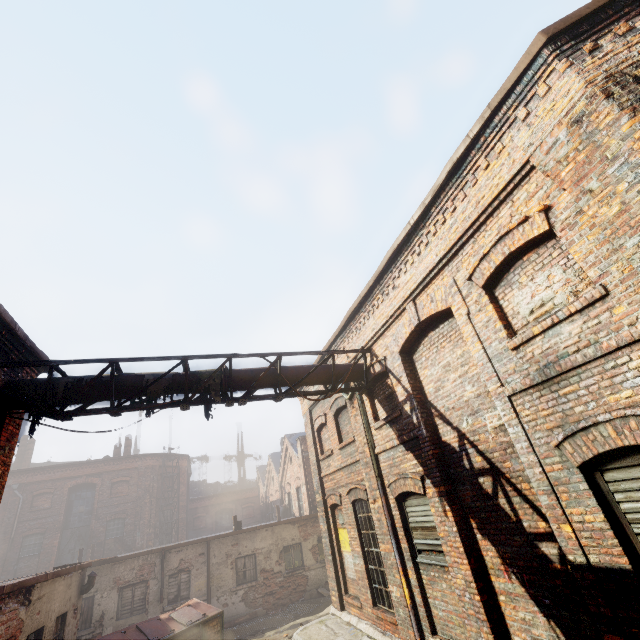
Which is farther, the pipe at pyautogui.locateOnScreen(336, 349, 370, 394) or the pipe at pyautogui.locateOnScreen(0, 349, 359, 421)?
the pipe at pyautogui.locateOnScreen(336, 349, 370, 394)

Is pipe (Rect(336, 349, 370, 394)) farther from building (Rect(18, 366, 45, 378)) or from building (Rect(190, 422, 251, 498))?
building (Rect(190, 422, 251, 498))

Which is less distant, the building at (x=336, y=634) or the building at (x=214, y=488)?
the building at (x=336, y=634)

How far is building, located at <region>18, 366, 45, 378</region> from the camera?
6.8 meters

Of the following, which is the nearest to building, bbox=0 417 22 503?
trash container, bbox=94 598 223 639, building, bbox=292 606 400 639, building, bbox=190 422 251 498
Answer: trash container, bbox=94 598 223 639

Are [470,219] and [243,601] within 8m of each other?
no

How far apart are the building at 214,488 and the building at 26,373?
42.9m

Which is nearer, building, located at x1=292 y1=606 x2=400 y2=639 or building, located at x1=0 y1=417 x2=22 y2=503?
building, located at x1=0 y1=417 x2=22 y2=503
